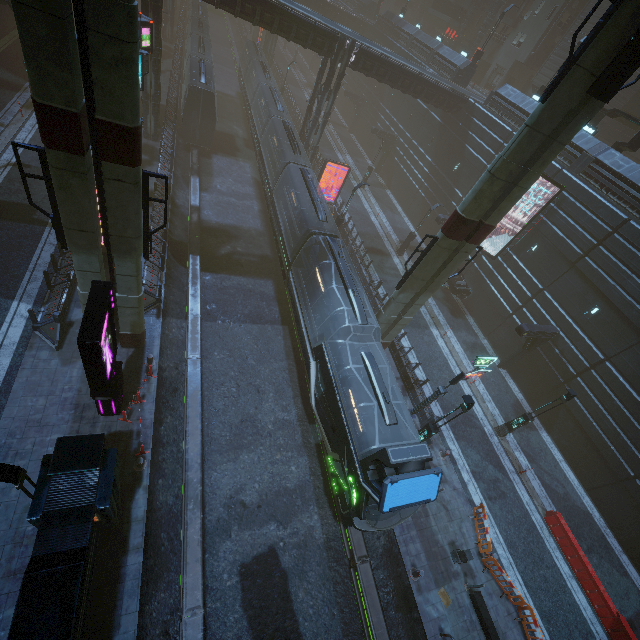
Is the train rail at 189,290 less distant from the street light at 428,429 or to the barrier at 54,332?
the street light at 428,429

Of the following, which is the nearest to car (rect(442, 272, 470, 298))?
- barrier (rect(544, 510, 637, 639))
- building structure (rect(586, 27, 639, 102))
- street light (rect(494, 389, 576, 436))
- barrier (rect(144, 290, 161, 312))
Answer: street light (rect(494, 389, 576, 436))

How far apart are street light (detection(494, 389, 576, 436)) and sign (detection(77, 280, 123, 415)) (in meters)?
20.45

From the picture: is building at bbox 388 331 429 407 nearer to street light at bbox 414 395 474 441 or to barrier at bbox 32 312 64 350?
barrier at bbox 32 312 64 350

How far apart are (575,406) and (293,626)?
20.61m

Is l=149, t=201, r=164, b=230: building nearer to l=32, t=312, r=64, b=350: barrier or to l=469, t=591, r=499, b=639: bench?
l=32, t=312, r=64, b=350: barrier

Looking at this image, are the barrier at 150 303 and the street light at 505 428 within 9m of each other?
no

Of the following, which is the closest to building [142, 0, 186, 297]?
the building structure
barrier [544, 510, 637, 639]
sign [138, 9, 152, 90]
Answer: sign [138, 9, 152, 90]
